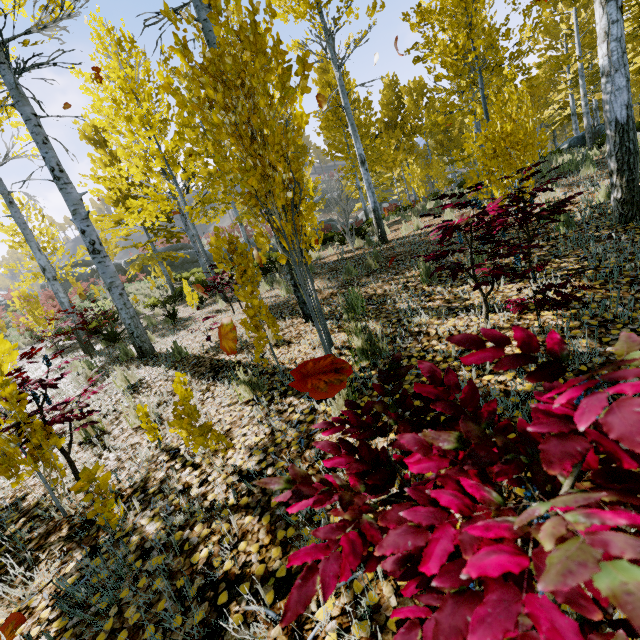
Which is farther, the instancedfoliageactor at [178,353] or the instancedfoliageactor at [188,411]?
the instancedfoliageactor at [178,353]

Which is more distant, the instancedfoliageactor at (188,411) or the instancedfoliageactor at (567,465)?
the instancedfoliageactor at (188,411)

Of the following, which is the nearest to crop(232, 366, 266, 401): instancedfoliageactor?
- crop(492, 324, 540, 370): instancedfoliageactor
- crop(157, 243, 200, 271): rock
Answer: crop(492, 324, 540, 370): instancedfoliageactor

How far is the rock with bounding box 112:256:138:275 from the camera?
27.2m

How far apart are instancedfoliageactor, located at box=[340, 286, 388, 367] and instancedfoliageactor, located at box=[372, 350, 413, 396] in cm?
181

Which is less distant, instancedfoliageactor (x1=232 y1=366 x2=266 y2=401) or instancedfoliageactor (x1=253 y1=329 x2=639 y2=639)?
instancedfoliageactor (x1=253 y1=329 x2=639 y2=639)

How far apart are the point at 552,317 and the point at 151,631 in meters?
3.3

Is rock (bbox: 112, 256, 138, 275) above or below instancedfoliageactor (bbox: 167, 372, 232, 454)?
above
